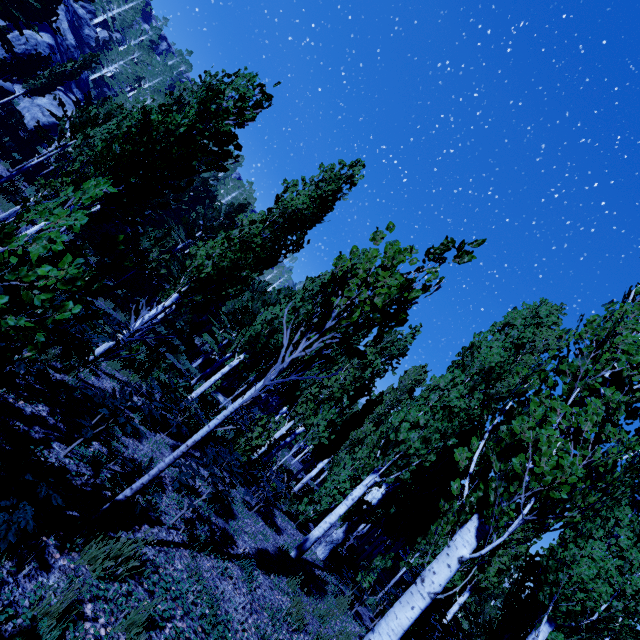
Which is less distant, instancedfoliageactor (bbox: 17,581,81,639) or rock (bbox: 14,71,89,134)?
instancedfoliageactor (bbox: 17,581,81,639)

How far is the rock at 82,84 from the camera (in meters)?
25.27

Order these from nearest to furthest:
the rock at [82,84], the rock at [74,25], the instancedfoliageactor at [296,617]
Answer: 1. the instancedfoliageactor at [296,617]
2. the rock at [82,84]
3. the rock at [74,25]

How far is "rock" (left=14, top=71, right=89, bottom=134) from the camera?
25.3m

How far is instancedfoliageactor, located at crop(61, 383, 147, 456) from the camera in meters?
3.9 m

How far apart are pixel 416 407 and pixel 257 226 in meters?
6.4
